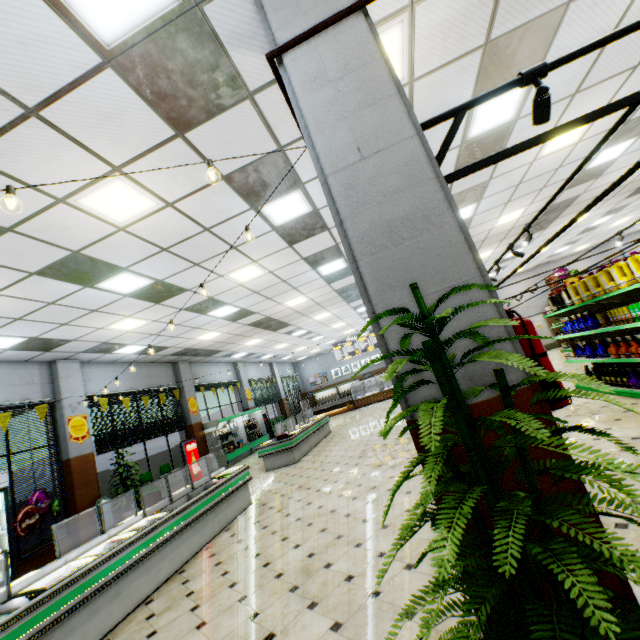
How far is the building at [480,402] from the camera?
1.6m

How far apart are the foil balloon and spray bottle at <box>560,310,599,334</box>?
12.32m

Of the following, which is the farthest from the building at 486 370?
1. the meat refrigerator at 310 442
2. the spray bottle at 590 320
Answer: the spray bottle at 590 320

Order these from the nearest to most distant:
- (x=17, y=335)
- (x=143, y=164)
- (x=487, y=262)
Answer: (x=143, y=164), (x=17, y=335), (x=487, y=262)

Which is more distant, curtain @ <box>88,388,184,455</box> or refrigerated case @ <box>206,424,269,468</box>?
refrigerated case @ <box>206,424,269,468</box>

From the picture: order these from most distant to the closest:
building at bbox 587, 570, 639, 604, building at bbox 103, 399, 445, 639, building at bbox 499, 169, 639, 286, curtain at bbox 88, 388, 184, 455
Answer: building at bbox 499, 169, 639, 286 < curtain at bbox 88, 388, 184, 455 < building at bbox 103, 399, 445, 639 < building at bbox 587, 570, 639, 604

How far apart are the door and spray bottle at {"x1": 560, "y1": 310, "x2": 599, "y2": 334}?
14.25m

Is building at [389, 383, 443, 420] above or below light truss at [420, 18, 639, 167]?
below
